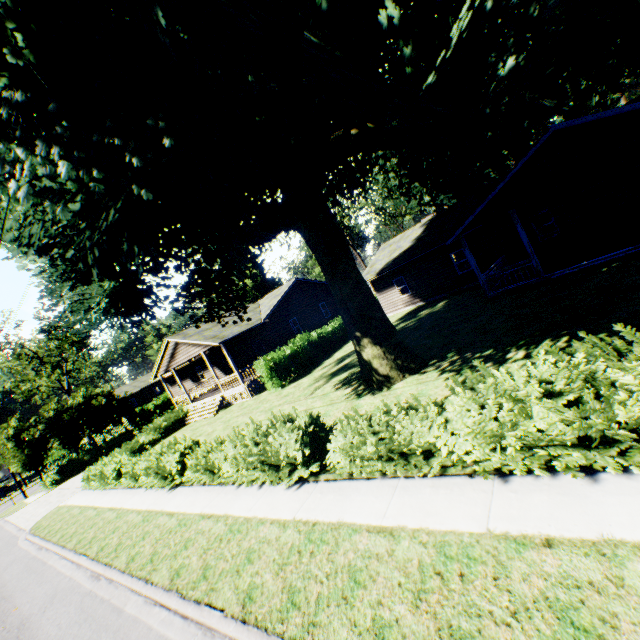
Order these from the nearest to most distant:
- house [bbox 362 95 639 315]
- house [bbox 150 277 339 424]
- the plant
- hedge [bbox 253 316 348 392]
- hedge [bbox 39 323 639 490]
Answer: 1. hedge [bbox 39 323 639 490]
2. the plant
3. house [bbox 362 95 639 315]
4. hedge [bbox 253 316 348 392]
5. house [bbox 150 277 339 424]

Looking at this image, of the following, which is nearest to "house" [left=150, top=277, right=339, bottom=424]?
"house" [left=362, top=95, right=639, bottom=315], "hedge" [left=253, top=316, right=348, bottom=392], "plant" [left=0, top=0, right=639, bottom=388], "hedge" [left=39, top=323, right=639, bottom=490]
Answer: "plant" [left=0, top=0, right=639, bottom=388]

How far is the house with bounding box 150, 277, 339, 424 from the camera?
23.3 meters

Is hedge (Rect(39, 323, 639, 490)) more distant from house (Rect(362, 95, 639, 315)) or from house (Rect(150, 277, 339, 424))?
house (Rect(150, 277, 339, 424))

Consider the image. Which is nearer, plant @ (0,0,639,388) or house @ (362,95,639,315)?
plant @ (0,0,639,388)

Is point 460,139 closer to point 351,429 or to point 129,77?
point 129,77

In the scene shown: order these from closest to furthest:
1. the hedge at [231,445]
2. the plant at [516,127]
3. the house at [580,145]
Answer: the hedge at [231,445], the plant at [516,127], the house at [580,145]

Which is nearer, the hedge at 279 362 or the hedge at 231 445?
the hedge at 231 445
